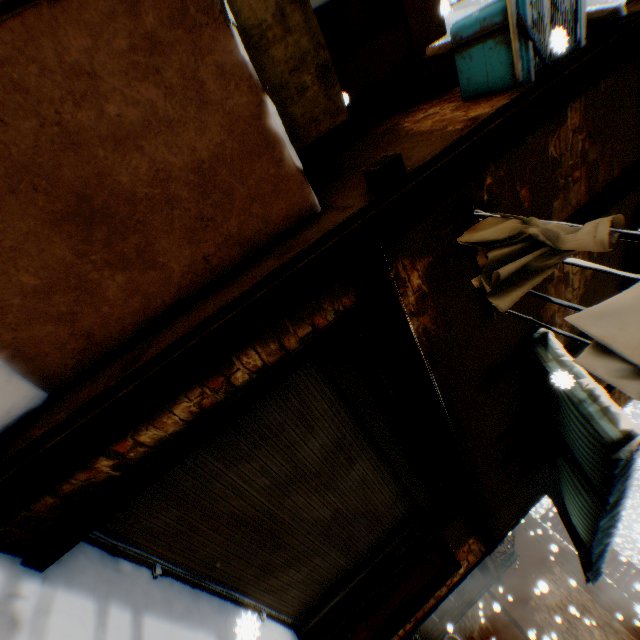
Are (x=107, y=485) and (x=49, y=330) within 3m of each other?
yes

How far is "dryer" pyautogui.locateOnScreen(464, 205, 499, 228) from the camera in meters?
2.7 m

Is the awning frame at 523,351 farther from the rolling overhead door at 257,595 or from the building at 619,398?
the rolling overhead door at 257,595

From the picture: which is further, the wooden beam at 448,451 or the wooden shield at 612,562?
the wooden shield at 612,562

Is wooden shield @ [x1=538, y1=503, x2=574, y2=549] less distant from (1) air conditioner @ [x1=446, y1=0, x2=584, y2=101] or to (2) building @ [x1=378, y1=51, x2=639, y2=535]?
(2) building @ [x1=378, y1=51, x2=639, y2=535]

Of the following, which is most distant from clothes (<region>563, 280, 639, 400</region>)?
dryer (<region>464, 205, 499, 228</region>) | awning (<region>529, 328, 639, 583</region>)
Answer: awning (<region>529, 328, 639, 583</region>)

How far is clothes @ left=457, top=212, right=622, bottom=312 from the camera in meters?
1.9
